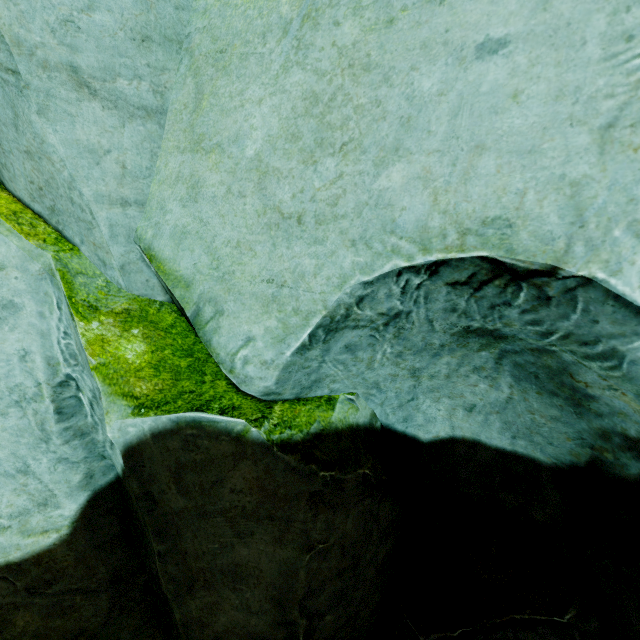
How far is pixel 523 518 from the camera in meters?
1.5
